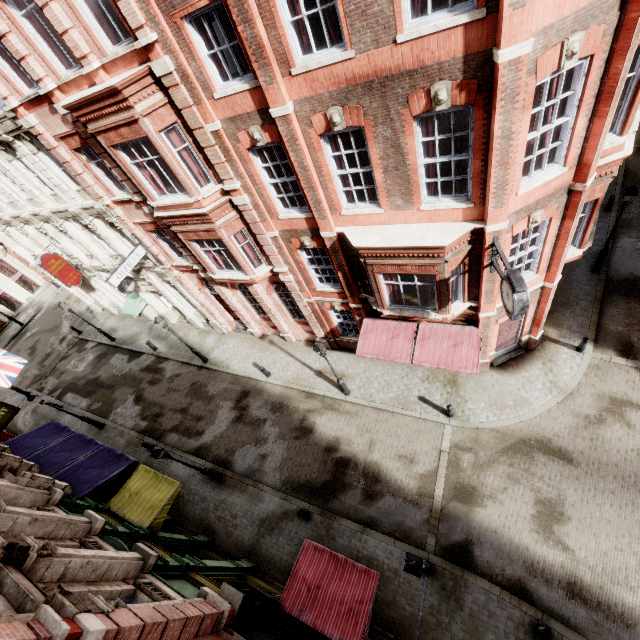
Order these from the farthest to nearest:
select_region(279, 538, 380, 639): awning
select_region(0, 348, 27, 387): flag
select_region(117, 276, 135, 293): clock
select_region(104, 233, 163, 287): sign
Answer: select_region(117, 276, 135, 293): clock → select_region(0, 348, 27, 387): flag → select_region(104, 233, 163, 287): sign → select_region(279, 538, 380, 639): awning

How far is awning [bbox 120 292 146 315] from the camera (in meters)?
22.42

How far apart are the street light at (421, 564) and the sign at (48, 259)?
23.15m

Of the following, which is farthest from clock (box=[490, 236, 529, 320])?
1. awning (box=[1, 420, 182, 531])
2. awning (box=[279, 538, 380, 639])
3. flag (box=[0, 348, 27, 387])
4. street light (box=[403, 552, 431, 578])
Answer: flag (box=[0, 348, 27, 387])

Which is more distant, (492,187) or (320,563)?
(320,563)

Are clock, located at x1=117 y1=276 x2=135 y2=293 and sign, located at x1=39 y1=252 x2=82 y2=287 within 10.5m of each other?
yes

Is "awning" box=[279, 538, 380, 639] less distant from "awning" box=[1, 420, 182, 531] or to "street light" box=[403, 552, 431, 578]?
"street light" box=[403, 552, 431, 578]

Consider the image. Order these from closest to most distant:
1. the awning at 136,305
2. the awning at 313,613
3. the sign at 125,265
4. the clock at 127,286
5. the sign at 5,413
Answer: the awning at 313,613, the sign at 5,413, the sign at 125,265, the clock at 127,286, the awning at 136,305
